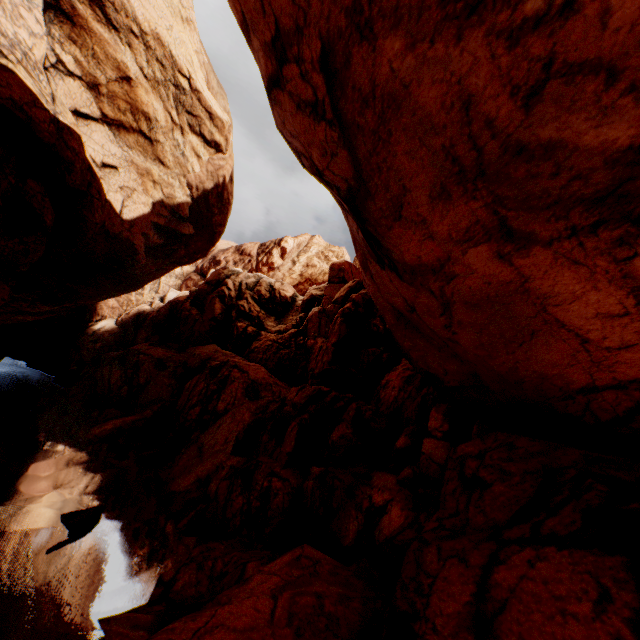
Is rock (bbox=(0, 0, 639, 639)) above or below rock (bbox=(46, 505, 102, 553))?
above

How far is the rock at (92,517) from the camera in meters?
11.4

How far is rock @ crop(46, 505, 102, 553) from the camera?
11.4 meters

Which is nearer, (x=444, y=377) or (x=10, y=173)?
(x=10, y=173)

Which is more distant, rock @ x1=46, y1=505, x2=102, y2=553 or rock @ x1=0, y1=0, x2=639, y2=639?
rock @ x1=46, y1=505, x2=102, y2=553

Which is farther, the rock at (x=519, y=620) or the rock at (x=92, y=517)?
the rock at (x=92, y=517)
